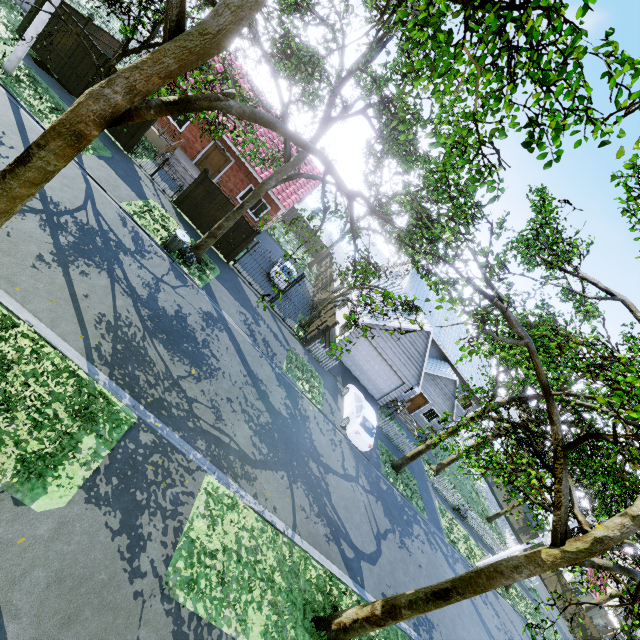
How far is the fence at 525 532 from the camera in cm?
4034

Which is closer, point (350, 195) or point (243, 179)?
point (350, 195)

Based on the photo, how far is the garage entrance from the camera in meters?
21.0

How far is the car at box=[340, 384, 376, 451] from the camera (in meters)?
16.39

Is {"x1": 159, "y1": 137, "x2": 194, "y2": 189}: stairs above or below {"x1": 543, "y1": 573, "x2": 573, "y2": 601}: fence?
below

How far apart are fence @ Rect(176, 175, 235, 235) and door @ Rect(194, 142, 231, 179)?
5.5 meters

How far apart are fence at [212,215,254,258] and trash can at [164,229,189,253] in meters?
3.4

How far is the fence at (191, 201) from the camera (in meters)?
16.41
